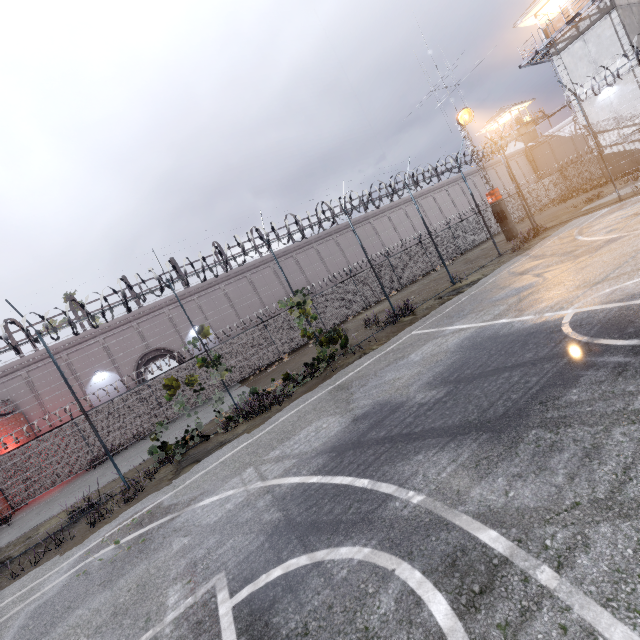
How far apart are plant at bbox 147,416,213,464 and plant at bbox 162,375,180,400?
0.1m

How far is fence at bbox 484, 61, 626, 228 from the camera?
14.83m

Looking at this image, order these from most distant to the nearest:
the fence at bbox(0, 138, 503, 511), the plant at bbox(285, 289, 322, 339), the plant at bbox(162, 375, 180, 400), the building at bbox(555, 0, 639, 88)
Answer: the building at bbox(555, 0, 639, 88) < the plant at bbox(285, 289, 322, 339) < the plant at bbox(162, 375, 180, 400) < the fence at bbox(0, 138, 503, 511)

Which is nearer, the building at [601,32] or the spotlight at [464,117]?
the spotlight at [464,117]

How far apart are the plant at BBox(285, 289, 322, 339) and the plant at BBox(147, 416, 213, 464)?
5.3 meters

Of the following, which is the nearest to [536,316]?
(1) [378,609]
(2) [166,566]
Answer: (1) [378,609]

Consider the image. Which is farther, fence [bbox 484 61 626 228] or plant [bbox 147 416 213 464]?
fence [bbox 484 61 626 228]

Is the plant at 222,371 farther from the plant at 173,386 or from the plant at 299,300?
the plant at 299,300
